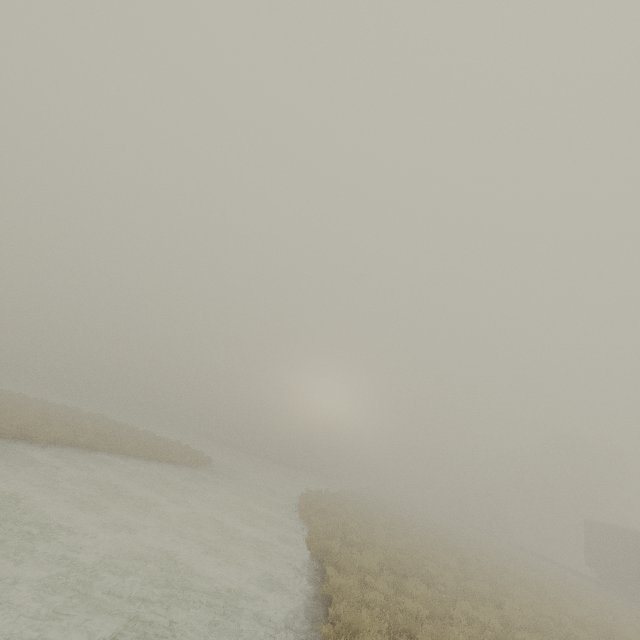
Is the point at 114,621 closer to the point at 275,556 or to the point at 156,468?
the point at 275,556
